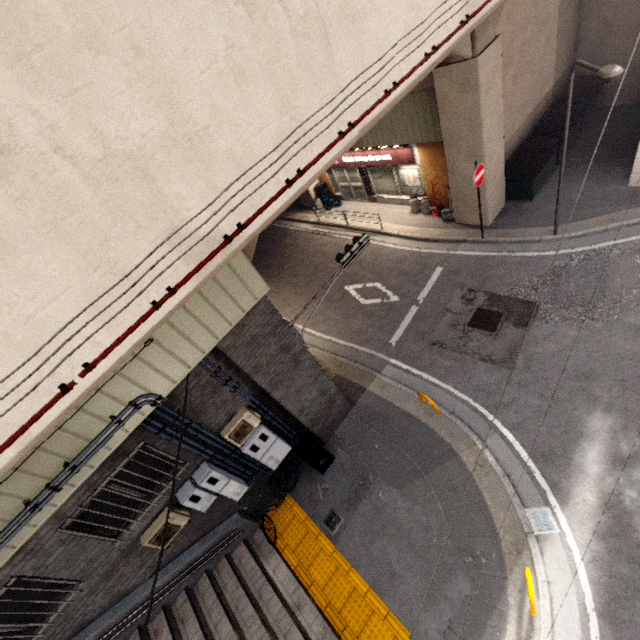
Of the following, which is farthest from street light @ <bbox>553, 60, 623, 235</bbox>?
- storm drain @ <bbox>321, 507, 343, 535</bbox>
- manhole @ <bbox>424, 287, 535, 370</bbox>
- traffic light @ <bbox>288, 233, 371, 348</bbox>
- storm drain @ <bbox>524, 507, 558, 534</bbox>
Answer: storm drain @ <bbox>321, 507, 343, 535</bbox>

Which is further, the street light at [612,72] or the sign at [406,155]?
the sign at [406,155]

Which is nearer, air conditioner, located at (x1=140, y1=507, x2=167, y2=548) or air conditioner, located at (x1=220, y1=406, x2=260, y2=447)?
air conditioner, located at (x1=140, y1=507, x2=167, y2=548)

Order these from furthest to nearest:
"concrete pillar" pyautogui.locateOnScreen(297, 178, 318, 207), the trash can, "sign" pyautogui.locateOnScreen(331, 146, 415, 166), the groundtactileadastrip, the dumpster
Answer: "concrete pillar" pyautogui.locateOnScreen(297, 178, 318, 207)
"sign" pyautogui.locateOnScreen(331, 146, 415, 166)
the dumpster
the trash can
the groundtactileadastrip

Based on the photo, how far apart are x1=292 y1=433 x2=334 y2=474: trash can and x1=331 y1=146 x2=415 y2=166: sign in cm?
1149

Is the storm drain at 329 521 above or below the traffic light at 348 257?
below

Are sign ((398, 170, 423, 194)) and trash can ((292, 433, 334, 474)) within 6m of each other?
no

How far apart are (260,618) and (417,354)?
7.6 meters
